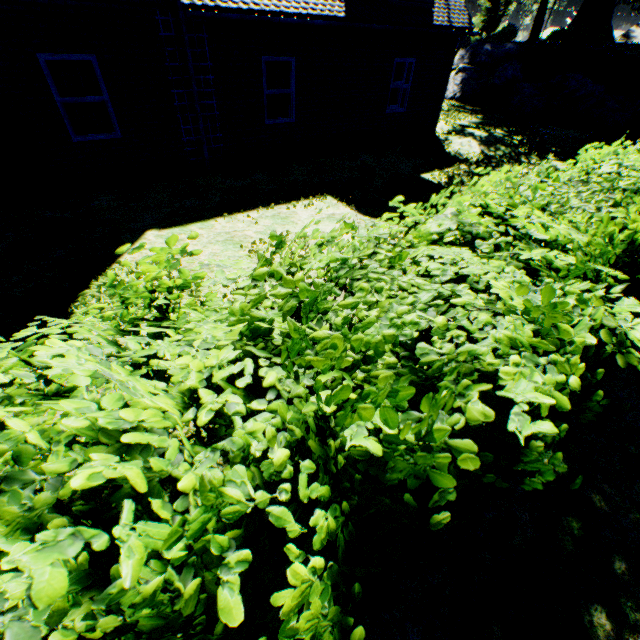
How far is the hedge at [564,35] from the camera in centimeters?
2122cm

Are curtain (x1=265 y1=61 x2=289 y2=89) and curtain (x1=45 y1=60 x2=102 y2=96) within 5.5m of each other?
yes

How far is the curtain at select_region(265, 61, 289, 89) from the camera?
9.1 meters

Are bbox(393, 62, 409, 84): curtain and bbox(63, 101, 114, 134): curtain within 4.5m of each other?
no

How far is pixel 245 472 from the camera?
1.08m

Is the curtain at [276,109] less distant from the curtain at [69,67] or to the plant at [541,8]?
the curtain at [69,67]

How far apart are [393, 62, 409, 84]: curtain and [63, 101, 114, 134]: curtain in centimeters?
892cm

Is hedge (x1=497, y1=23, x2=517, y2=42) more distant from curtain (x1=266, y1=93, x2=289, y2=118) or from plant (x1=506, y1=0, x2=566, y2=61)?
curtain (x1=266, y1=93, x2=289, y2=118)
